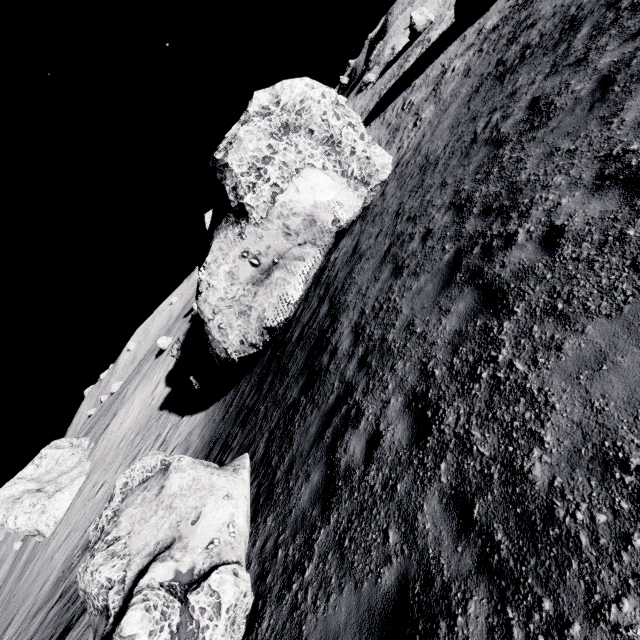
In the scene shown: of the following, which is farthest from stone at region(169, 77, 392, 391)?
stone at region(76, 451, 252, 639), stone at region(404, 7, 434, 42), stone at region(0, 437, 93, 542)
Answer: stone at region(0, 437, 93, 542)

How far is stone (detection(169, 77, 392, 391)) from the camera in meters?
14.1 m

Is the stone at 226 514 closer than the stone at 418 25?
Yes

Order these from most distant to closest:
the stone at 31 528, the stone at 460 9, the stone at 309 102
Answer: the stone at 31 528
the stone at 460 9
the stone at 309 102

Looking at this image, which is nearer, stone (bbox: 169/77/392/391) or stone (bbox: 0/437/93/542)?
stone (bbox: 169/77/392/391)

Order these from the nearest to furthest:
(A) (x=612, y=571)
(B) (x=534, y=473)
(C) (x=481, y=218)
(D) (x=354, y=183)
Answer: (A) (x=612, y=571), (B) (x=534, y=473), (C) (x=481, y=218), (D) (x=354, y=183)

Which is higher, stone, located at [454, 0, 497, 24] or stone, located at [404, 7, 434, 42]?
stone, located at [404, 7, 434, 42]

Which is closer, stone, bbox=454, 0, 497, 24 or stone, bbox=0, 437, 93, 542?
stone, bbox=454, 0, 497, 24
